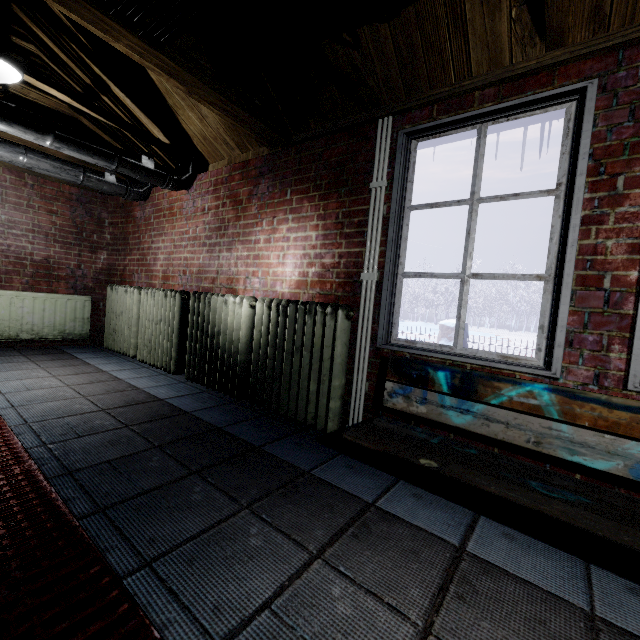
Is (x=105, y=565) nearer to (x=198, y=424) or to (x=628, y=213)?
(x=198, y=424)

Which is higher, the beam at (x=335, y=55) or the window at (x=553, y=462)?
the beam at (x=335, y=55)

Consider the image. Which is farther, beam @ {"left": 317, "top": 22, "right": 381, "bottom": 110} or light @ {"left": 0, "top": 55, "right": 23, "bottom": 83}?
light @ {"left": 0, "top": 55, "right": 23, "bottom": 83}

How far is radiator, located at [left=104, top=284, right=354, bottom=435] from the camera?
2.04m

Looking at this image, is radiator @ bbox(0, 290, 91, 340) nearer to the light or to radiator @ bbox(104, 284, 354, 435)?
radiator @ bbox(104, 284, 354, 435)

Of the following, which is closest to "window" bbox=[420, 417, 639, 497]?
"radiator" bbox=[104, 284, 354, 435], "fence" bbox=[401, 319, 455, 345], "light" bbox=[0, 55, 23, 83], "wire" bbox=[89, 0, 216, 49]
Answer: "radiator" bbox=[104, 284, 354, 435]

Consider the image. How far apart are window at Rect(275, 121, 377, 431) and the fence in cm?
375

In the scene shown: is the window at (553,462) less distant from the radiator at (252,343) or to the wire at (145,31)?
the radiator at (252,343)
